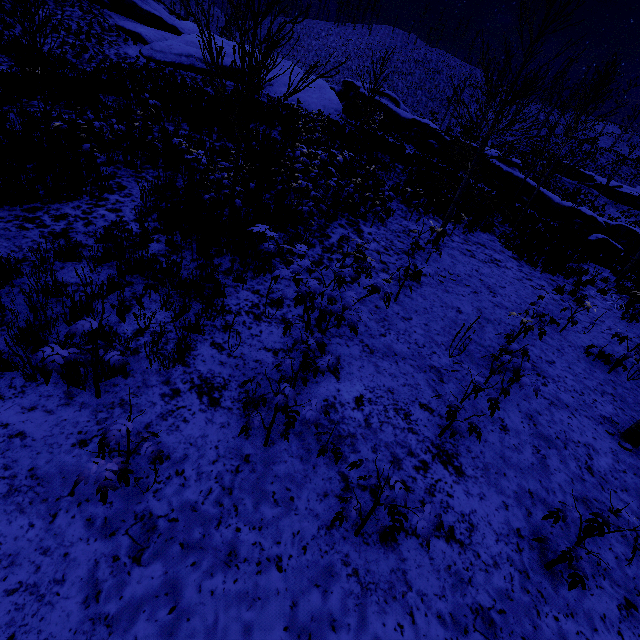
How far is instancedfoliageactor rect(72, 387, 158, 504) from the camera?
2.14m

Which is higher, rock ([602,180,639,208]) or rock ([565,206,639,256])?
rock ([602,180,639,208])

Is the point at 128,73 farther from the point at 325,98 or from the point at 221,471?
the point at 221,471

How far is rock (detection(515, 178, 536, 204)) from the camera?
22.4 meters

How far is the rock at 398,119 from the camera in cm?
2420

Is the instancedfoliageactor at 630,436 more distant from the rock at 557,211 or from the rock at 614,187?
the rock at 614,187

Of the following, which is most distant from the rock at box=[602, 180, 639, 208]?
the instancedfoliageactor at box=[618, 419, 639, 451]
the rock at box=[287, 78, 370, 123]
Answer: the instancedfoliageactor at box=[618, 419, 639, 451]

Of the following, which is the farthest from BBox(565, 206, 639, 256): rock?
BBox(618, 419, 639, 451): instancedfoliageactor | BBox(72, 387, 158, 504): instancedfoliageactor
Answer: BBox(72, 387, 158, 504): instancedfoliageactor
